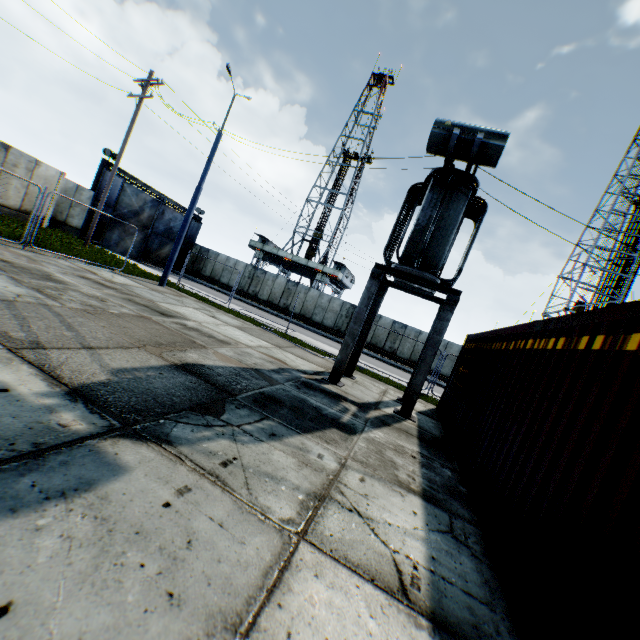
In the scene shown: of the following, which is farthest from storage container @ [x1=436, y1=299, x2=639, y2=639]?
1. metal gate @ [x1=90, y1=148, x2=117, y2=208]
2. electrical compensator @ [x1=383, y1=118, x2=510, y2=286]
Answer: metal gate @ [x1=90, y1=148, x2=117, y2=208]

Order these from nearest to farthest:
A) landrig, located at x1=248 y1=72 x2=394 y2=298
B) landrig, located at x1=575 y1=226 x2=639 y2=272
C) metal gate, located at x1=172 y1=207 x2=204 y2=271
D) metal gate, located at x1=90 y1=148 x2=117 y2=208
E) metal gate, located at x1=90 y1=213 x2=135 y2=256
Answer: metal gate, located at x1=90 y1=148 x2=117 y2=208 < metal gate, located at x1=90 y1=213 x2=135 y2=256 < landrig, located at x1=575 y1=226 x2=639 y2=272 < metal gate, located at x1=172 y1=207 x2=204 y2=271 < landrig, located at x1=248 y1=72 x2=394 y2=298

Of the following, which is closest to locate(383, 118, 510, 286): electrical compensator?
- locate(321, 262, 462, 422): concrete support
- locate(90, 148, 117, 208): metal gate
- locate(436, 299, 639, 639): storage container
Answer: locate(321, 262, 462, 422): concrete support

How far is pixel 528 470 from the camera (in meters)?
3.73

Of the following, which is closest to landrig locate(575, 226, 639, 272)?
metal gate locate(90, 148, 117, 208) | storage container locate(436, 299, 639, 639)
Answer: storage container locate(436, 299, 639, 639)

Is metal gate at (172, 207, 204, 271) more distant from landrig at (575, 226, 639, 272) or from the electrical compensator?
landrig at (575, 226, 639, 272)

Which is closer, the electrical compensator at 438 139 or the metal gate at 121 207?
the electrical compensator at 438 139

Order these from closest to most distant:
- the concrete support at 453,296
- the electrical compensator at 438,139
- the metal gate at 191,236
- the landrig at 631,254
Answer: the electrical compensator at 438,139
the concrete support at 453,296
the landrig at 631,254
the metal gate at 191,236
